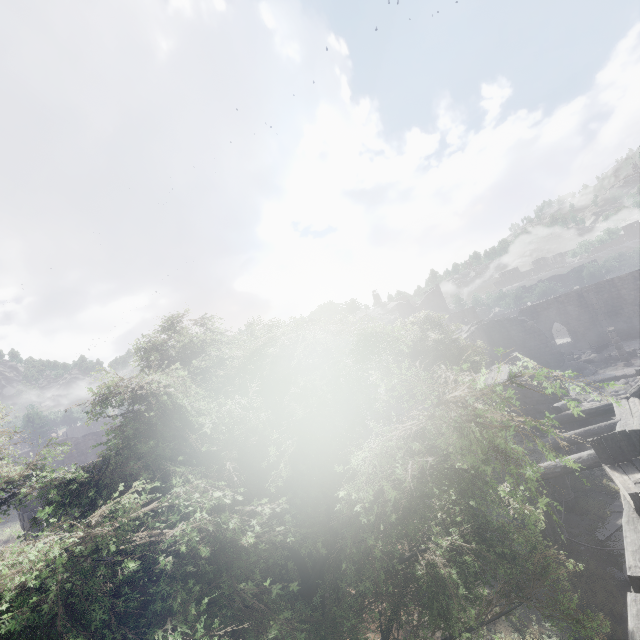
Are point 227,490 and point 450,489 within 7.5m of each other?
yes

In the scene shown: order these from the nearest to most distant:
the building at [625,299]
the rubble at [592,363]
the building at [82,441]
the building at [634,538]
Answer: the building at [634,538] → the building at [625,299] → the rubble at [592,363] → the building at [82,441]

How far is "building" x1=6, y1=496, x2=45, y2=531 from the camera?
12.3m

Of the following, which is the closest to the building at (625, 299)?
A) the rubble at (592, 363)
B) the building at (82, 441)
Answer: the rubble at (592, 363)

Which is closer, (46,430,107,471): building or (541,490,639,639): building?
(541,490,639,639): building

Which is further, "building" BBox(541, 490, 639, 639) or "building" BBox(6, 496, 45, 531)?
"building" BBox(6, 496, 45, 531)

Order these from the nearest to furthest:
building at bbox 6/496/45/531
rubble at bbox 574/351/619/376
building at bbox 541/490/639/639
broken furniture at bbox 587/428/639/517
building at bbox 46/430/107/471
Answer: building at bbox 541/490/639/639, broken furniture at bbox 587/428/639/517, building at bbox 6/496/45/531, rubble at bbox 574/351/619/376, building at bbox 46/430/107/471

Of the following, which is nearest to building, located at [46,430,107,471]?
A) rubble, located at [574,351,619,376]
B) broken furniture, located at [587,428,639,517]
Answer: broken furniture, located at [587,428,639,517]
